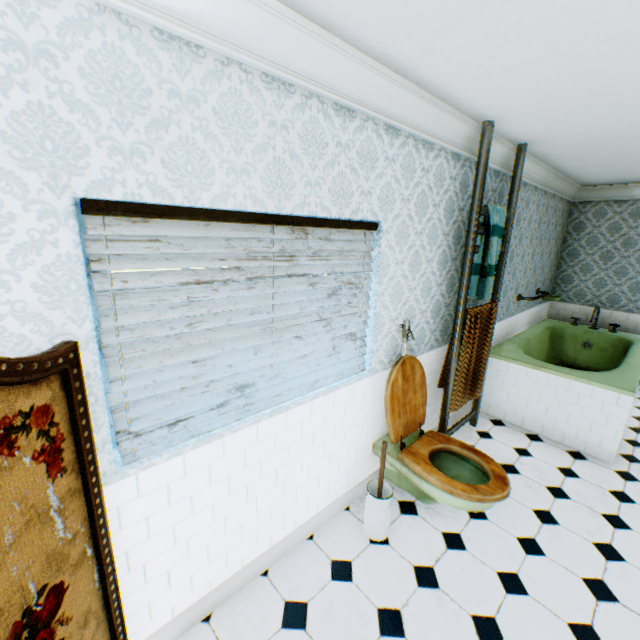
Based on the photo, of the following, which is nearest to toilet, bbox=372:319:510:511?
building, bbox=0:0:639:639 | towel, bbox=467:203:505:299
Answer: building, bbox=0:0:639:639

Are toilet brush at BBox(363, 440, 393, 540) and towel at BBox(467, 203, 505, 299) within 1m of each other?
no

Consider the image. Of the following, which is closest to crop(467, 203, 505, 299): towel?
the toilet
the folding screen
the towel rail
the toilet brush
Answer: the towel rail

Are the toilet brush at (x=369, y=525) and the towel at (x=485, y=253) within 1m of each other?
no

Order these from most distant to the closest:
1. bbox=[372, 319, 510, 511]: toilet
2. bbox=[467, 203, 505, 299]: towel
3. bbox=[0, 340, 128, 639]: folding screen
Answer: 1. bbox=[467, 203, 505, 299]: towel
2. bbox=[372, 319, 510, 511]: toilet
3. bbox=[0, 340, 128, 639]: folding screen

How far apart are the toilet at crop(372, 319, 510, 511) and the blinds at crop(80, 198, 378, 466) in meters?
0.3

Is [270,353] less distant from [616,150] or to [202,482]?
[202,482]

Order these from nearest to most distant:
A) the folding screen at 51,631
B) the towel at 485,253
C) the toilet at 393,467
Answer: the folding screen at 51,631
the toilet at 393,467
the towel at 485,253
